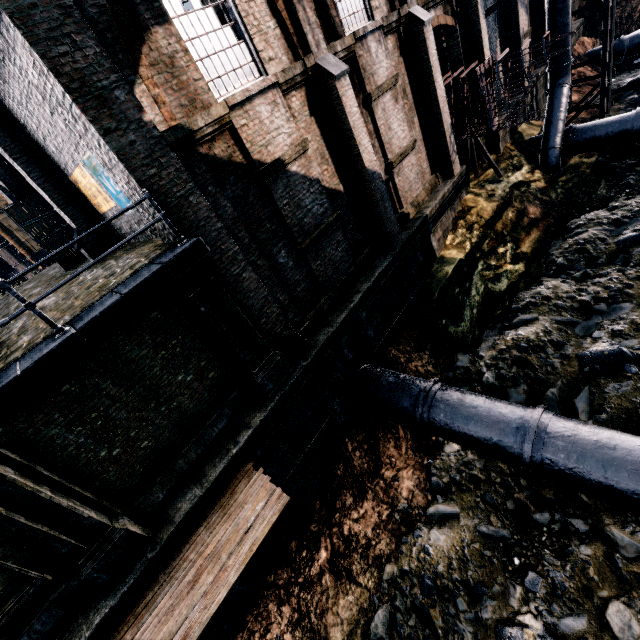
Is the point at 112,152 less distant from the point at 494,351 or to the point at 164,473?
the point at 164,473

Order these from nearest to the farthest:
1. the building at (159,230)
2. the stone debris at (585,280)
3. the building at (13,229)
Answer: the building at (159,230) → the stone debris at (585,280) → the building at (13,229)

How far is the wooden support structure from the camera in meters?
17.7 m

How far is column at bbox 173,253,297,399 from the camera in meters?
7.8 m

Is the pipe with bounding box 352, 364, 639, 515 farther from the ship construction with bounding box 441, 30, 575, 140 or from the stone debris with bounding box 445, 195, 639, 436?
the ship construction with bounding box 441, 30, 575, 140

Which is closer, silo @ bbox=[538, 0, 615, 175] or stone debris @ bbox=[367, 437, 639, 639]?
stone debris @ bbox=[367, 437, 639, 639]

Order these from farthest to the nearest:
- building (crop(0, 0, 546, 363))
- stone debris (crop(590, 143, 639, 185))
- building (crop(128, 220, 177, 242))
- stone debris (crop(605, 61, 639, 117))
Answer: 1. stone debris (crop(605, 61, 639, 117))
2. stone debris (crop(590, 143, 639, 185))
3. building (crop(128, 220, 177, 242))
4. building (crop(0, 0, 546, 363))

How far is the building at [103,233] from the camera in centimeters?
776cm
